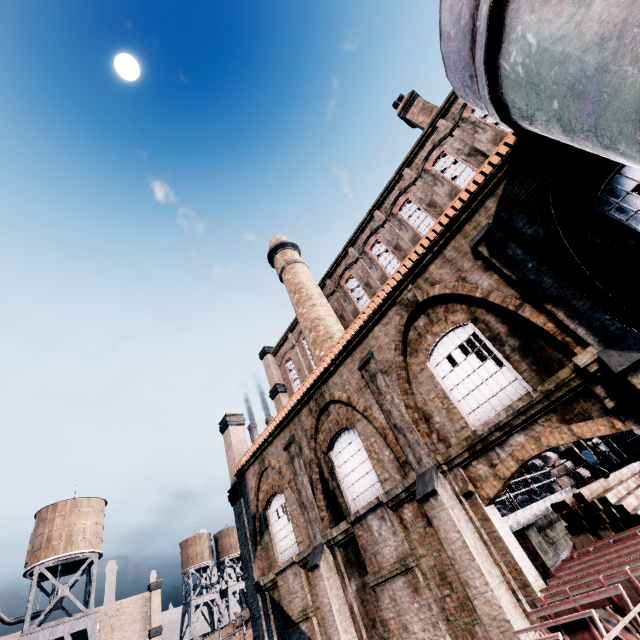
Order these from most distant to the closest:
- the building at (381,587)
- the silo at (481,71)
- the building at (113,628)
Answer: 1. the building at (113,628)
2. the building at (381,587)
3. the silo at (481,71)

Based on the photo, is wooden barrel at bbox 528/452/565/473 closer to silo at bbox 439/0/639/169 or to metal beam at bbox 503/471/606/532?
metal beam at bbox 503/471/606/532

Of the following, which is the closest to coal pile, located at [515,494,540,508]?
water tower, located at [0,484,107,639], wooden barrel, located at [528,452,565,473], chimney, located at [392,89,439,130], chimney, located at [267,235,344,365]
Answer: chimney, located at [267,235,344,365]

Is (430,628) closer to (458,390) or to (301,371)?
(458,390)

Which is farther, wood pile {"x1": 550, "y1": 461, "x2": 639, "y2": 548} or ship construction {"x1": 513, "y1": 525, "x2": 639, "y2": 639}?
wood pile {"x1": 550, "y1": 461, "x2": 639, "y2": 548}

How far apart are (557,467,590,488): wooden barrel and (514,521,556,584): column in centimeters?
979cm

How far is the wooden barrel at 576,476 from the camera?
20.4 meters

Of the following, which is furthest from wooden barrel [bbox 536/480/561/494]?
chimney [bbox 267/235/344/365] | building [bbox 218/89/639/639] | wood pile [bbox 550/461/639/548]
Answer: chimney [bbox 267/235/344/365]
